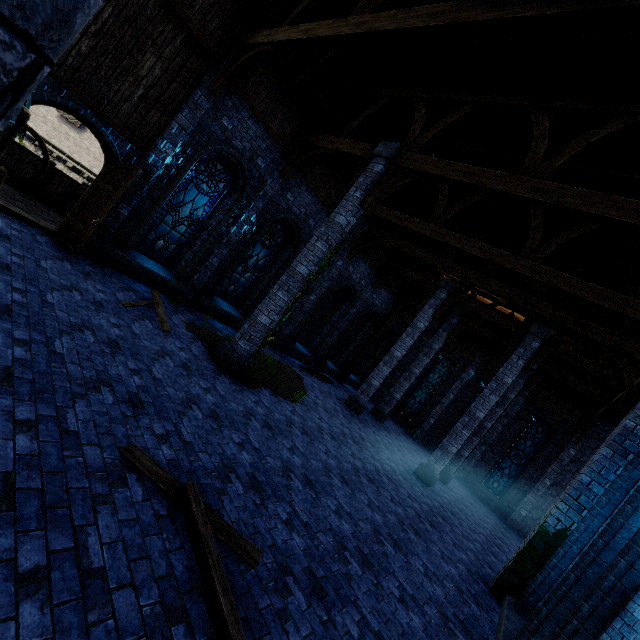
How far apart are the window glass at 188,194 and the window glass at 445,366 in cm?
1686

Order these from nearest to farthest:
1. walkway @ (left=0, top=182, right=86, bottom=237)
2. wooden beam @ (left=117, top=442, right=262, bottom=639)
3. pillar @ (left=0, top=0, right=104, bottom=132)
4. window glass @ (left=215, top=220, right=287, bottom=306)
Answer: pillar @ (left=0, top=0, right=104, bottom=132) < wooden beam @ (left=117, top=442, right=262, bottom=639) < walkway @ (left=0, top=182, right=86, bottom=237) < window glass @ (left=215, top=220, right=287, bottom=306)

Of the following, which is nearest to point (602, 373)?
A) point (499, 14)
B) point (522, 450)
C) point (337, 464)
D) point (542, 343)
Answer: point (542, 343)

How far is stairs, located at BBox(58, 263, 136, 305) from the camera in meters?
6.4

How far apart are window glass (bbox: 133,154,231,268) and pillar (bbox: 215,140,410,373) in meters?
3.7

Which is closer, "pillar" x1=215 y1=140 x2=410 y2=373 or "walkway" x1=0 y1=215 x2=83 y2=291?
"walkway" x1=0 y1=215 x2=83 y2=291

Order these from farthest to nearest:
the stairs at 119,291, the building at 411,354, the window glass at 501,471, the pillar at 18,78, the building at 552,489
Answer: the building at 411,354, the window glass at 501,471, the stairs at 119,291, the building at 552,489, the pillar at 18,78

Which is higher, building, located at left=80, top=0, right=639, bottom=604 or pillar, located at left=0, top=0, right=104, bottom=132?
building, located at left=80, top=0, right=639, bottom=604
